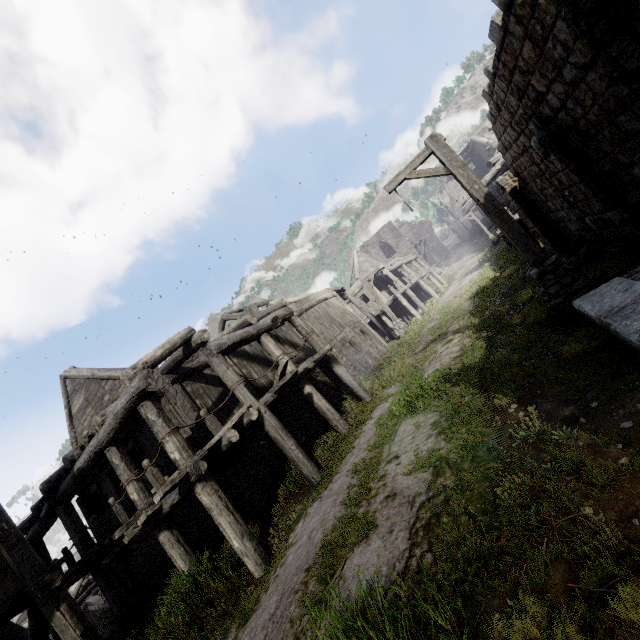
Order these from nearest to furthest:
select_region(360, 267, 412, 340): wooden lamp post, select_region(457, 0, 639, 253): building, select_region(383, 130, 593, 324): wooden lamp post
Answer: select_region(457, 0, 639, 253): building → select_region(383, 130, 593, 324): wooden lamp post → select_region(360, 267, 412, 340): wooden lamp post

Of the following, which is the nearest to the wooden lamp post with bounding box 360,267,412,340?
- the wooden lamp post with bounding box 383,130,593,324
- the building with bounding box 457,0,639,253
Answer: the building with bounding box 457,0,639,253

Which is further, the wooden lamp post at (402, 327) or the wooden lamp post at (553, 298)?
the wooden lamp post at (402, 327)

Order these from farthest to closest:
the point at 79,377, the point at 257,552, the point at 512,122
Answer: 1. the point at 79,377
2. the point at 512,122
3. the point at 257,552

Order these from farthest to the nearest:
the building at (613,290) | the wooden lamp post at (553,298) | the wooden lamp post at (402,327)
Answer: the wooden lamp post at (402,327) < the wooden lamp post at (553,298) < the building at (613,290)

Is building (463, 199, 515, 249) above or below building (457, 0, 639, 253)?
above

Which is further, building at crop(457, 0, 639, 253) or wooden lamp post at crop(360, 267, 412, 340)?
wooden lamp post at crop(360, 267, 412, 340)
